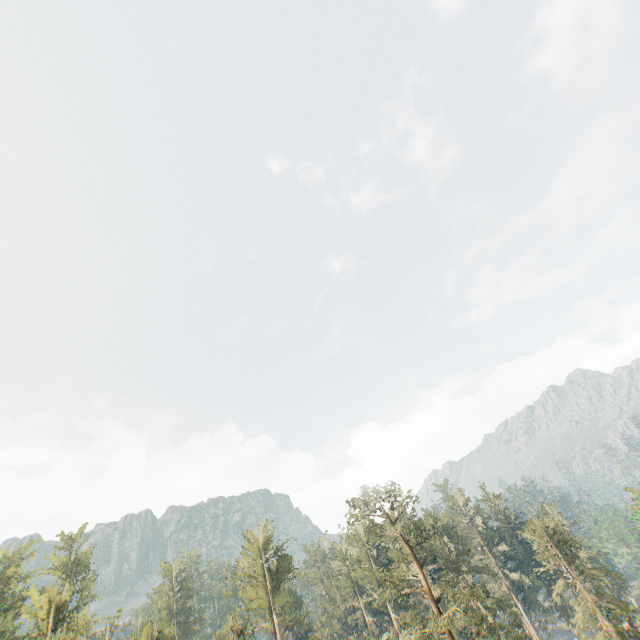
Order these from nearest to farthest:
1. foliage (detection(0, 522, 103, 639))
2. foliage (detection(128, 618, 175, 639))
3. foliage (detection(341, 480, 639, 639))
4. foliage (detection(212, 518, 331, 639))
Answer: foliage (detection(341, 480, 639, 639))
foliage (detection(0, 522, 103, 639))
foliage (detection(212, 518, 331, 639))
foliage (detection(128, 618, 175, 639))

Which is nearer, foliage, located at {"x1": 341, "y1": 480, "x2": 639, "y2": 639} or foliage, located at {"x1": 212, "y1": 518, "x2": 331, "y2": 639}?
foliage, located at {"x1": 341, "y1": 480, "x2": 639, "y2": 639}

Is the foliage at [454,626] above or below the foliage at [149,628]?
below

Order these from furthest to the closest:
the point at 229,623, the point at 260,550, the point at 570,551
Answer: the point at 260,550, the point at 570,551, the point at 229,623

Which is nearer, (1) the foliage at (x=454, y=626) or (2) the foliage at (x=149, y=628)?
(1) the foliage at (x=454, y=626)
